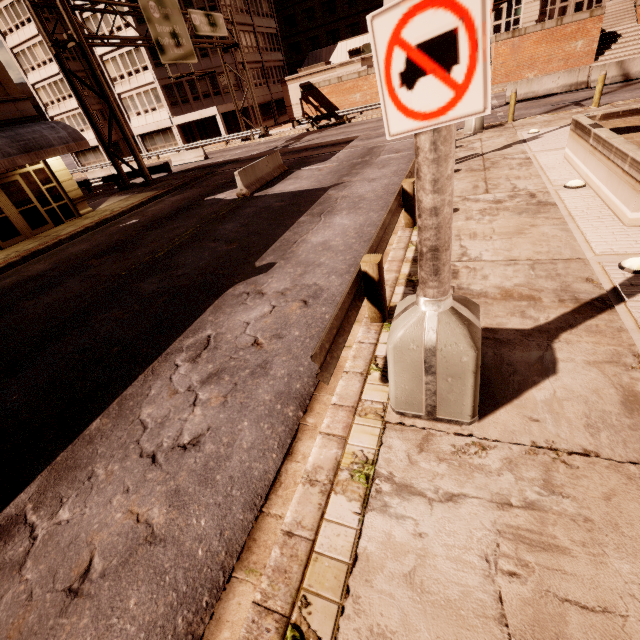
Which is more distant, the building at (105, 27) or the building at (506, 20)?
the building at (105, 27)

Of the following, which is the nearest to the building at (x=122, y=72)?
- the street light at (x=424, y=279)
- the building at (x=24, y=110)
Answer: the building at (x=24, y=110)

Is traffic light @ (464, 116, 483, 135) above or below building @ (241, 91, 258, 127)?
below

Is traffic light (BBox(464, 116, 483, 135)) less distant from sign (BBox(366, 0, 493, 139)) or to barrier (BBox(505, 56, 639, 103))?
barrier (BBox(505, 56, 639, 103))

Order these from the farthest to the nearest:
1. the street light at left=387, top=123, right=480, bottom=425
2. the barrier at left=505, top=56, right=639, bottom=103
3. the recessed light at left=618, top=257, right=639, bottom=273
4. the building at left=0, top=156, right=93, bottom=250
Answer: the barrier at left=505, top=56, right=639, bottom=103 < the building at left=0, top=156, right=93, bottom=250 < the recessed light at left=618, top=257, right=639, bottom=273 < the street light at left=387, top=123, right=480, bottom=425

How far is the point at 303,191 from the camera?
12.5m

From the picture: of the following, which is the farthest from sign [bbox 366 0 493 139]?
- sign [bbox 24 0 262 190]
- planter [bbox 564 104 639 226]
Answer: sign [bbox 24 0 262 190]

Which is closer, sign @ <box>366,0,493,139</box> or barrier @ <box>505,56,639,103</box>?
sign @ <box>366,0,493,139</box>
